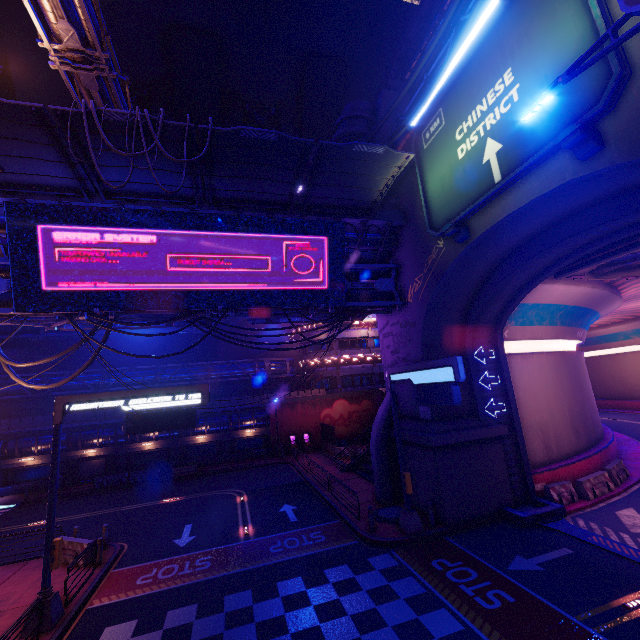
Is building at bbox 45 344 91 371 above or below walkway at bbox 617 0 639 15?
above

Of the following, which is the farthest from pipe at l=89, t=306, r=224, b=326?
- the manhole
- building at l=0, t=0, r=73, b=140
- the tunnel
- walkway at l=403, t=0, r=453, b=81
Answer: walkway at l=403, t=0, r=453, b=81

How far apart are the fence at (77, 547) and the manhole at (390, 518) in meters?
12.8 m

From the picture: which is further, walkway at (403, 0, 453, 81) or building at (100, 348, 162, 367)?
building at (100, 348, 162, 367)

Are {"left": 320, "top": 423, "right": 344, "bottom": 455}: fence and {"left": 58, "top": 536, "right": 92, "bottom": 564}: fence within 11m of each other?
no

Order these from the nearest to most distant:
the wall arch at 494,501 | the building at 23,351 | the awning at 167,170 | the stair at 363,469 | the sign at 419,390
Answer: the wall arch at 494,501 < the sign at 419,390 < the awning at 167,170 < the stair at 363,469 < the building at 23,351

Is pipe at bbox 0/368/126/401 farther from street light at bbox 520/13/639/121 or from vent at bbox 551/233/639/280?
street light at bbox 520/13/639/121

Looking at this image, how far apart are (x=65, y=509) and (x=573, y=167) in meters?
34.8
